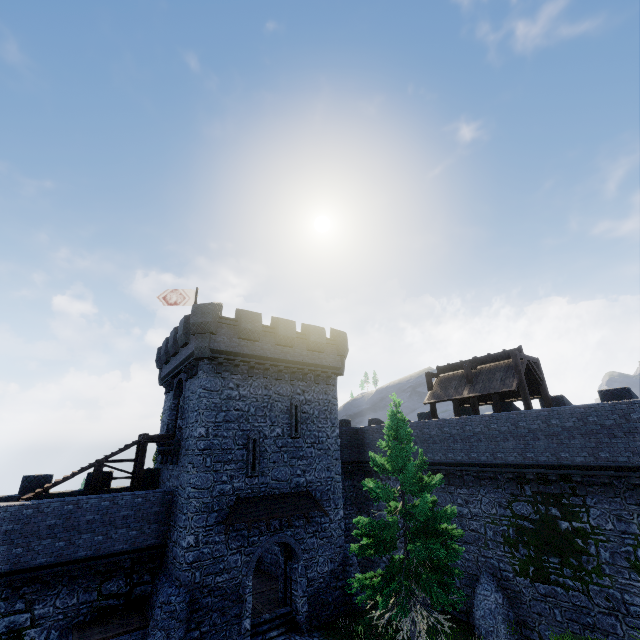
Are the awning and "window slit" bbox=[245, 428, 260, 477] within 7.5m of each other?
yes

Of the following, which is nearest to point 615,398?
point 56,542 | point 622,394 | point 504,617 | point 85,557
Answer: point 622,394

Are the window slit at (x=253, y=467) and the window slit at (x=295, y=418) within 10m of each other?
yes

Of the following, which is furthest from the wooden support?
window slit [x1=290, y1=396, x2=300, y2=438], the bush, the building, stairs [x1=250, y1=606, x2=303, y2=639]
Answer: stairs [x1=250, y1=606, x2=303, y2=639]

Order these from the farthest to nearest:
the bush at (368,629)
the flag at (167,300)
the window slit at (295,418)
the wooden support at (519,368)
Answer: the flag at (167,300)
the window slit at (295,418)
the wooden support at (519,368)
the bush at (368,629)

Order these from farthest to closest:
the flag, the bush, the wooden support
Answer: the flag, the wooden support, the bush

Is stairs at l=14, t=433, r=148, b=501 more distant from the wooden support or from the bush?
the wooden support

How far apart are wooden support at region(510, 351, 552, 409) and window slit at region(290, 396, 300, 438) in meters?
12.8
